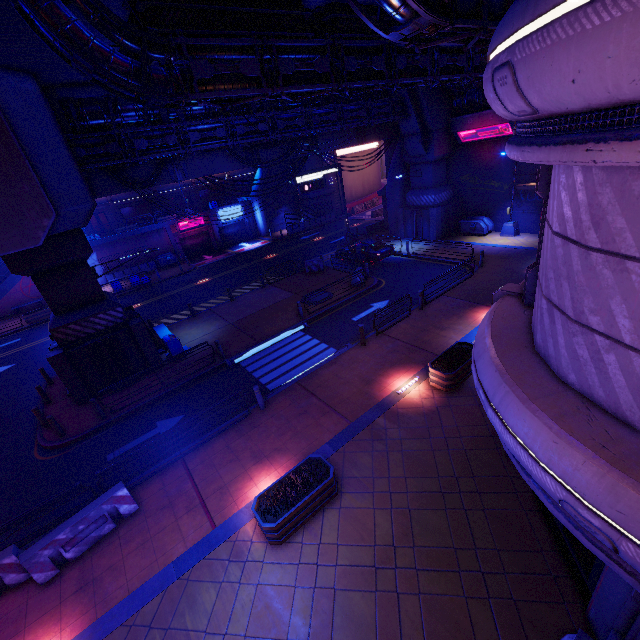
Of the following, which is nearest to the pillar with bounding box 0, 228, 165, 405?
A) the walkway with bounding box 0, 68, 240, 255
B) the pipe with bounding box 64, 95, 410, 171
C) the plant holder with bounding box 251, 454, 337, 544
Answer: the walkway with bounding box 0, 68, 240, 255

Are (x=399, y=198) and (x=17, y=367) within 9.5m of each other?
no

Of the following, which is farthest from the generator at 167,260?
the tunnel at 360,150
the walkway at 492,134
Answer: the walkway at 492,134

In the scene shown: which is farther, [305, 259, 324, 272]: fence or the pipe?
[305, 259, 324, 272]: fence

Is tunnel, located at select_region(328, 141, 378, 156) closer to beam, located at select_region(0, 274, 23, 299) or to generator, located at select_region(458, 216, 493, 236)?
generator, located at select_region(458, 216, 493, 236)

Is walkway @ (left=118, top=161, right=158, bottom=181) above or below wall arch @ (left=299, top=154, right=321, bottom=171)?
above

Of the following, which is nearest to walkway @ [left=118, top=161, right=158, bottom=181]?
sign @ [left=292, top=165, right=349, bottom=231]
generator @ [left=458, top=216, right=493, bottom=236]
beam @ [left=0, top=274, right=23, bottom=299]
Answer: sign @ [left=292, top=165, right=349, bottom=231]

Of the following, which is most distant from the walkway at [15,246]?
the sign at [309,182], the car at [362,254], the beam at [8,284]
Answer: the beam at [8,284]
